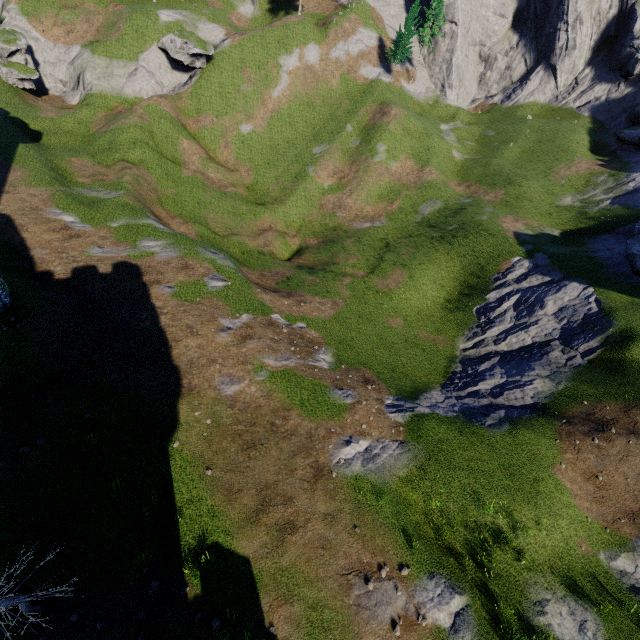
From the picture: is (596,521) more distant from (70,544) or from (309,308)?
(70,544)
